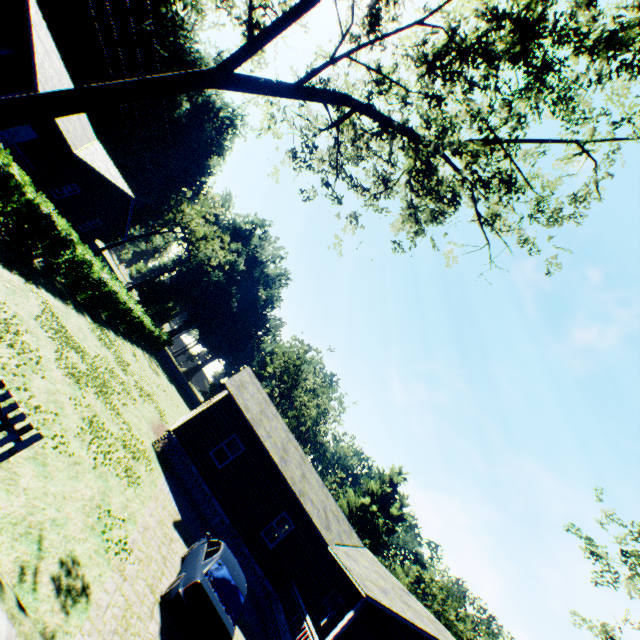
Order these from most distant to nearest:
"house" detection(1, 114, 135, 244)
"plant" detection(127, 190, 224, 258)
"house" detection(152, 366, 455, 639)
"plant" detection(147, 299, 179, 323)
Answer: "plant" detection(127, 190, 224, 258), "plant" detection(147, 299, 179, 323), "house" detection(1, 114, 135, 244), "house" detection(152, 366, 455, 639)

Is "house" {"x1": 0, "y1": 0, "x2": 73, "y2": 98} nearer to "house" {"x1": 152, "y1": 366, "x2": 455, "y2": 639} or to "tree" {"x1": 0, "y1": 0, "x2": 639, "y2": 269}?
"tree" {"x1": 0, "y1": 0, "x2": 639, "y2": 269}

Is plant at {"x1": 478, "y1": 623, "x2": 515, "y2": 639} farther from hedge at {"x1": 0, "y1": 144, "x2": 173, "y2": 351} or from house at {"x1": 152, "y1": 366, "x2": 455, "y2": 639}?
hedge at {"x1": 0, "y1": 144, "x2": 173, "y2": 351}

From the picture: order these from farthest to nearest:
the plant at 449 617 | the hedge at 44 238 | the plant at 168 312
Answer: the plant at 449 617, the plant at 168 312, the hedge at 44 238

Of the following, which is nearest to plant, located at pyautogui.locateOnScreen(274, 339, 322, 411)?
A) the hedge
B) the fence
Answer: the fence

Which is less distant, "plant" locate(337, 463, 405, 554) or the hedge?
the hedge

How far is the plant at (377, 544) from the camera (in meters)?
54.22

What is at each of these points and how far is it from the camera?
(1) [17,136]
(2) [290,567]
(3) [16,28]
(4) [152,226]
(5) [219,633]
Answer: (1) door, 19.8 meters
(2) house, 17.0 meters
(3) house, 16.3 meters
(4) plant, 50.2 meters
(5) car, 7.6 meters
